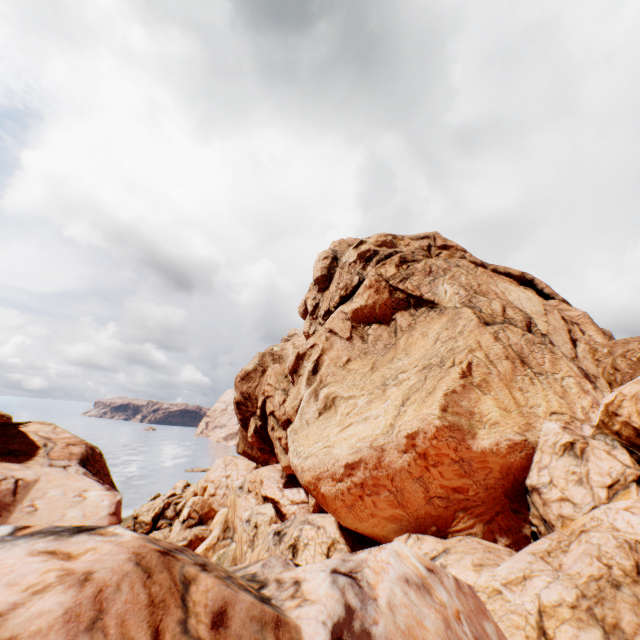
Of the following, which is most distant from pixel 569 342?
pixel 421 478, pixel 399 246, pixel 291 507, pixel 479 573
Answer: pixel 291 507
